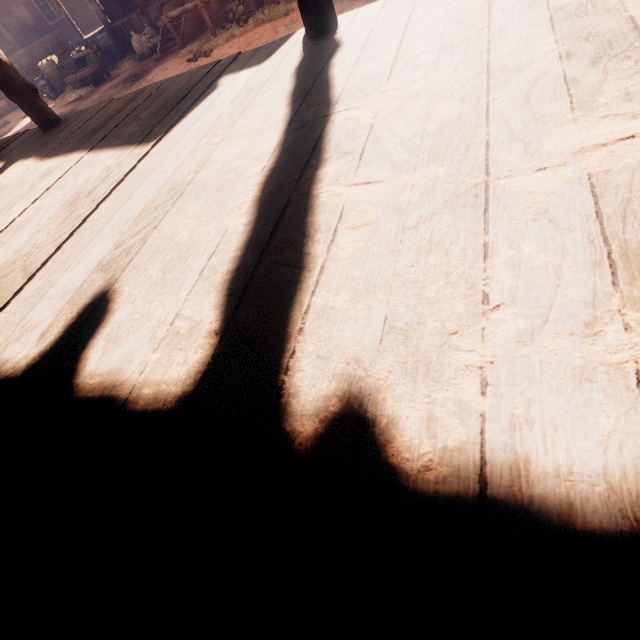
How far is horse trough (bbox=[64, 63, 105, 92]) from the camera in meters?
11.5 m

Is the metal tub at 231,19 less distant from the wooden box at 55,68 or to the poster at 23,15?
the wooden box at 55,68

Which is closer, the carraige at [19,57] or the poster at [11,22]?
the carraige at [19,57]

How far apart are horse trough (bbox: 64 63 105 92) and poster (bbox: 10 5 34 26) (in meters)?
10.01

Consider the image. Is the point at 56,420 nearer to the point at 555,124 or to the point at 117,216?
the point at 117,216

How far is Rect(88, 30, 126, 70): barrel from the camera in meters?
12.8 m

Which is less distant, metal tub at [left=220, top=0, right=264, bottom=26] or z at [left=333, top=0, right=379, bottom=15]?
z at [left=333, top=0, right=379, bottom=15]

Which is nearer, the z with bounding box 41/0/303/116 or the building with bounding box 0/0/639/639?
the building with bounding box 0/0/639/639
